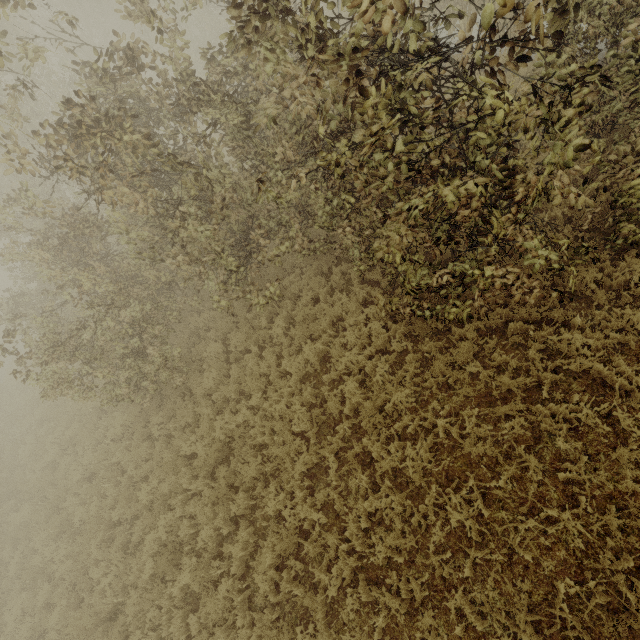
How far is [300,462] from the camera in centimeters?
662cm
